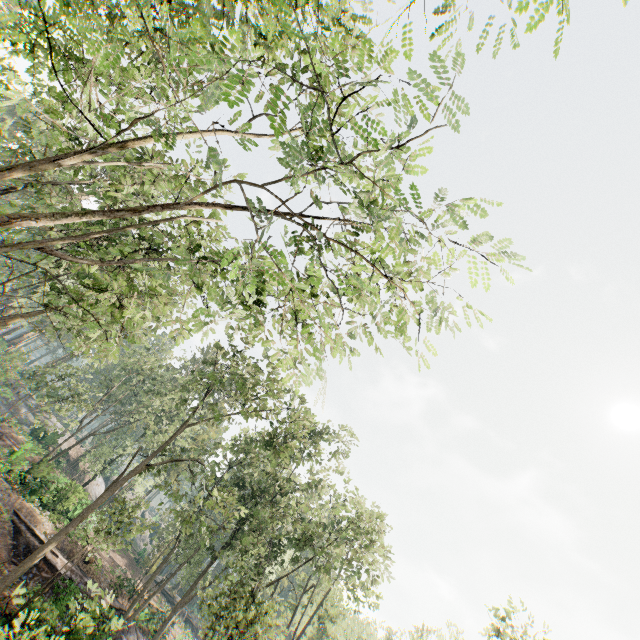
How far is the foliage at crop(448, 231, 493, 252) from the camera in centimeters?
432cm

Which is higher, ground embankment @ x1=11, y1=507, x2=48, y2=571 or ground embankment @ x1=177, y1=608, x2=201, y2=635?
ground embankment @ x1=177, y1=608, x2=201, y2=635

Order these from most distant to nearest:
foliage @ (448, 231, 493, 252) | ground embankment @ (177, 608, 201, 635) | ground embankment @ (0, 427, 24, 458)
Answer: ground embankment @ (177, 608, 201, 635) → ground embankment @ (0, 427, 24, 458) → foliage @ (448, 231, 493, 252)

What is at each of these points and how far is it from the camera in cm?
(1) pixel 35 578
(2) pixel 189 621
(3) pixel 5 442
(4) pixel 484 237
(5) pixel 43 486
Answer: (1) ground embankment, 2120
(2) ground embankment, 5281
(3) ground embankment, 3219
(4) foliage, 436
(5) ground embankment, 2698

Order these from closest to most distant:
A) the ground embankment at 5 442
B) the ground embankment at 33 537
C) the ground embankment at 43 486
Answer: the ground embankment at 33 537 < the ground embankment at 43 486 < the ground embankment at 5 442

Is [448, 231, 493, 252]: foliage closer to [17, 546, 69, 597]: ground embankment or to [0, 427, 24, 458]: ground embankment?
[17, 546, 69, 597]: ground embankment

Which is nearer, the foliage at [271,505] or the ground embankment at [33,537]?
the foliage at [271,505]

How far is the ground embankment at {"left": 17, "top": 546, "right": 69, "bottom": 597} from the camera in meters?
20.1
